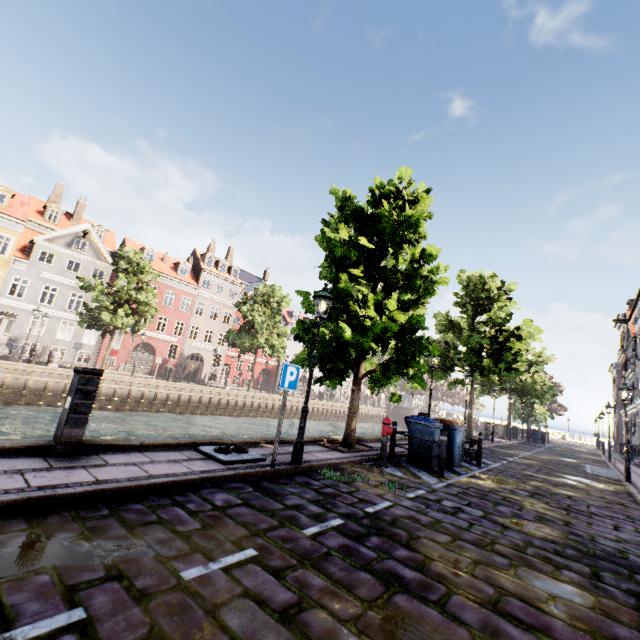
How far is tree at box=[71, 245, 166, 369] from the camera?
22.67m

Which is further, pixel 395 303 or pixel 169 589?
pixel 395 303

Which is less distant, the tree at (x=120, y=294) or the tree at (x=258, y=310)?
the tree at (x=120, y=294)

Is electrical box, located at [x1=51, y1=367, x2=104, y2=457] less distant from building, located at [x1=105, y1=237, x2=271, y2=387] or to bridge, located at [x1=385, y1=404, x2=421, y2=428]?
building, located at [x1=105, y1=237, x2=271, y2=387]

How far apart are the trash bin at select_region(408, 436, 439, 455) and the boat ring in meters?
4.9

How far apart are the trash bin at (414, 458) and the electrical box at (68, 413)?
7.8 meters

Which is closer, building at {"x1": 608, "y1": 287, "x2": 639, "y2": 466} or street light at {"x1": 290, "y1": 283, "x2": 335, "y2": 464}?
street light at {"x1": 290, "y1": 283, "x2": 335, "y2": 464}
